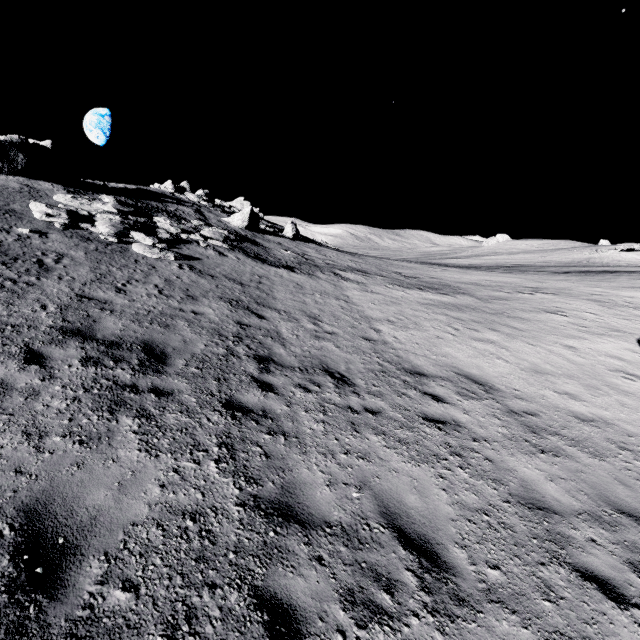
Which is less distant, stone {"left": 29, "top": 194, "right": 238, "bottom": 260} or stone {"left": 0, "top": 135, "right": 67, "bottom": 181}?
stone {"left": 29, "top": 194, "right": 238, "bottom": 260}

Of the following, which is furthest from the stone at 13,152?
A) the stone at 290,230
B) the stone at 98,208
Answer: the stone at 290,230

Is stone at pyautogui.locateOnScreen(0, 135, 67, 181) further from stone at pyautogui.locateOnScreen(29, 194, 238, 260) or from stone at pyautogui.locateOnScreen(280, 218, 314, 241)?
stone at pyautogui.locateOnScreen(280, 218, 314, 241)

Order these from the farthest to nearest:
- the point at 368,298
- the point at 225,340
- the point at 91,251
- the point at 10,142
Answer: the point at 10,142 < the point at 368,298 < the point at 91,251 < the point at 225,340

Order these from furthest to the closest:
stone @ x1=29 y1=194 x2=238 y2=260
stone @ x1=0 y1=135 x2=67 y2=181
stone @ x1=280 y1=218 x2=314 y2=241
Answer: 1. stone @ x1=280 y1=218 x2=314 y2=241
2. stone @ x1=0 y1=135 x2=67 y2=181
3. stone @ x1=29 y1=194 x2=238 y2=260

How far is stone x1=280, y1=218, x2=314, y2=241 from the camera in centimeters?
3650cm
